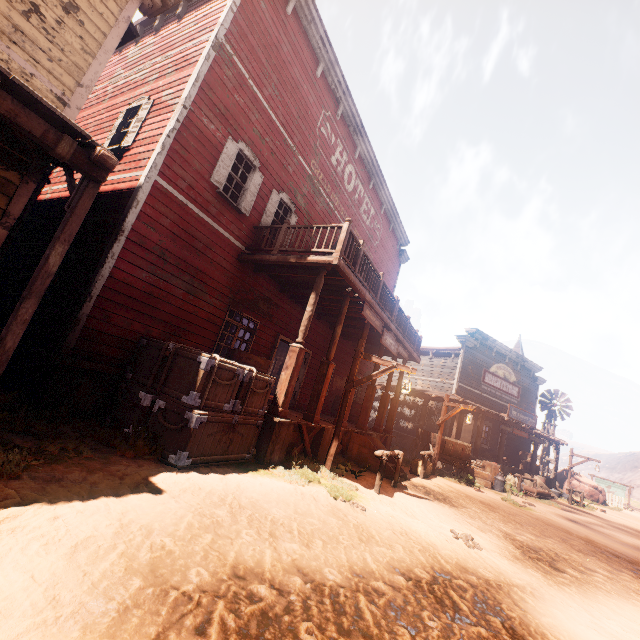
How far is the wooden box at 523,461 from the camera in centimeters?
2227cm

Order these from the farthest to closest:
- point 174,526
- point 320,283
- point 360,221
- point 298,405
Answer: point 360,221 < point 298,405 < point 320,283 < point 174,526

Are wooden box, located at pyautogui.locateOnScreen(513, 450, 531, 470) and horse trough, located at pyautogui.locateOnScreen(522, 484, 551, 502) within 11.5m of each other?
yes

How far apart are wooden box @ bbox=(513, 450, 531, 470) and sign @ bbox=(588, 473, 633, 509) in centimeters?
1700cm

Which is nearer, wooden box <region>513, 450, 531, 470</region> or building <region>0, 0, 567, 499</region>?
→ building <region>0, 0, 567, 499</region>

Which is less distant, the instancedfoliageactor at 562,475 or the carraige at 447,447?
the carraige at 447,447

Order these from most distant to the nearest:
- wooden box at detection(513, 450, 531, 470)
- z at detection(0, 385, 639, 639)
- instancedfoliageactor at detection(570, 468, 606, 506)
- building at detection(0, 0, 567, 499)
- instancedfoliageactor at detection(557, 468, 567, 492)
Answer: instancedfoliageactor at detection(557, 468, 567, 492)
instancedfoliageactor at detection(570, 468, 606, 506)
wooden box at detection(513, 450, 531, 470)
building at detection(0, 0, 567, 499)
z at detection(0, 385, 639, 639)

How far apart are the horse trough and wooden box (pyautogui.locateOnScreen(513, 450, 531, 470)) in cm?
609
